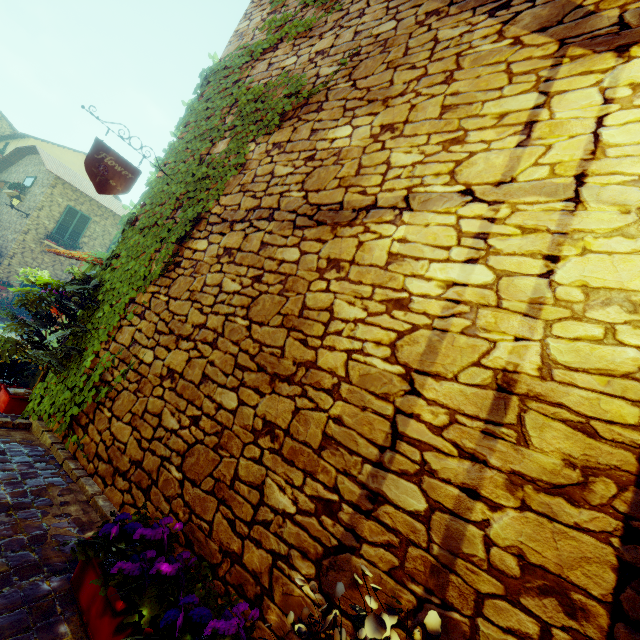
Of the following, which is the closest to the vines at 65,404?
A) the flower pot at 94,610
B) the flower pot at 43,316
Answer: the flower pot at 43,316

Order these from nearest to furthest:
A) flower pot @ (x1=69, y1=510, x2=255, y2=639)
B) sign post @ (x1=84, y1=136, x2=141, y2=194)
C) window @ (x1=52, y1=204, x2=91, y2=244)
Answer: flower pot @ (x1=69, y1=510, x2=255, y2=639), sign post @ (x1=84, y1=136, x2=141, y2=194), window @ (x1=52, y1=204, x2=91, y2=244)

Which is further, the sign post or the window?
the window

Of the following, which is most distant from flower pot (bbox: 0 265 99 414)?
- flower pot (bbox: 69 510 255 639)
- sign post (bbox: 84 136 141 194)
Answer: flower pot (bbox: 69 510 255 639)

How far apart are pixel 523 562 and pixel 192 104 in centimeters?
601cm

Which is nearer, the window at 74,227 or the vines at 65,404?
the vines at 65,404

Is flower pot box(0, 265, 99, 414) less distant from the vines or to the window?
the vines

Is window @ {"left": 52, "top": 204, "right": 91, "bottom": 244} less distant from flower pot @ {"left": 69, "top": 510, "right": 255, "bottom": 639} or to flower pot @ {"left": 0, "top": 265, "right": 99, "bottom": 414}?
flower pot @ {"left": 0, "top": 265, "right": 99, "bottom": 414}
